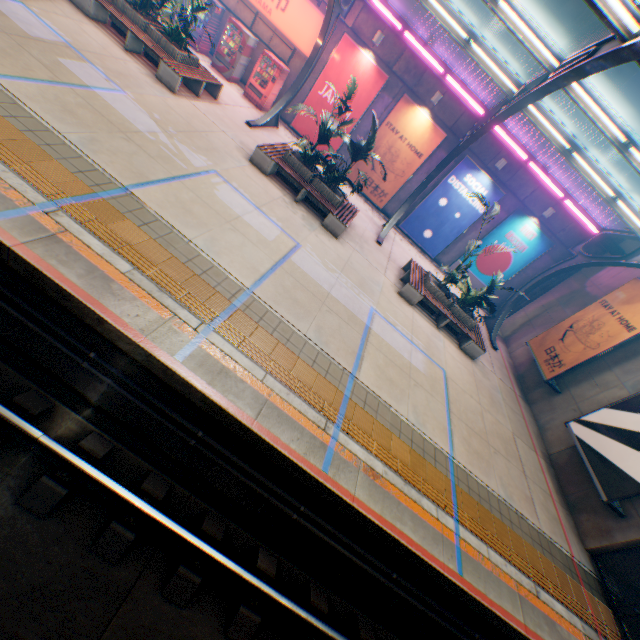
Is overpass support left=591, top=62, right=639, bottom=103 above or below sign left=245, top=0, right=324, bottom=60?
above

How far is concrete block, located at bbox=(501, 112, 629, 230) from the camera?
13.9m

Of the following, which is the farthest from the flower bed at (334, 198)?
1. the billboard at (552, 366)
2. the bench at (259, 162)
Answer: the billboard at (552, 366)

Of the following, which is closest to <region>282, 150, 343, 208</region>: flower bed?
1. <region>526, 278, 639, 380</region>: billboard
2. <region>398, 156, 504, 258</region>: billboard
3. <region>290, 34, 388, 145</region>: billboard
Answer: <region>290, 34, 388, 145</region>: billboard

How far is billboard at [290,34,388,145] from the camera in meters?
14.1

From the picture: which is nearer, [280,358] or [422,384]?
[280,358]

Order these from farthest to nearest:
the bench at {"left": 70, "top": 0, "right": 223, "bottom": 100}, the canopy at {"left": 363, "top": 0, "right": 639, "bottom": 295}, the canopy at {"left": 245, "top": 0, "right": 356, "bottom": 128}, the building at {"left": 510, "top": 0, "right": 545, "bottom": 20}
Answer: the building at {"left": 510, "top": 0, "right": 545, "bottom": 20} → the canopy at {"left": 245, "top": 0, "right": 356, "bottom": 128} → the bench at {"left": 70, "top": 0, "right": 223, "bottom": 100} → the canopy at {"left": 363, "top": 0, "right": 639, "bottom": 295}

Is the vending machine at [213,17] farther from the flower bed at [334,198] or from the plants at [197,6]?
the flower bed at [334,198]
